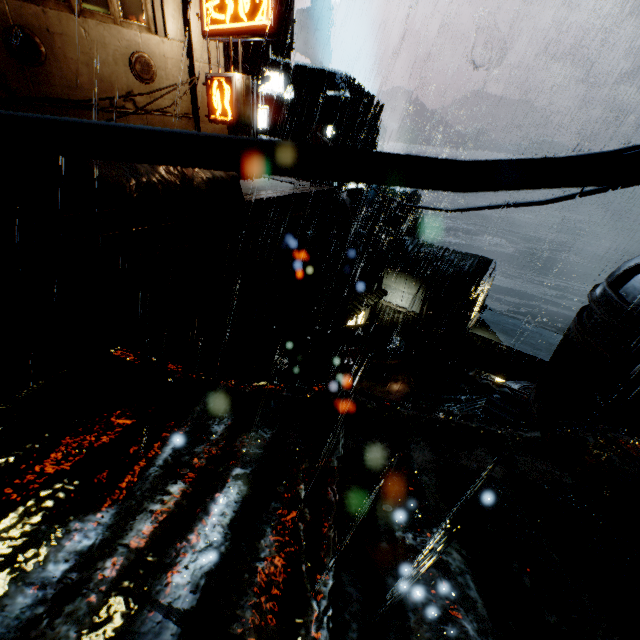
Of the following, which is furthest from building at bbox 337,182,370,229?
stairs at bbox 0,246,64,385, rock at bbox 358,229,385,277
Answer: rock at bbox 358,229,385,277

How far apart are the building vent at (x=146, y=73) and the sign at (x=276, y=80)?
11.3m

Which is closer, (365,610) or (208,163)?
(208,163)

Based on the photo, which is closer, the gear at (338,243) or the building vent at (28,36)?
the building vent at (28,36)

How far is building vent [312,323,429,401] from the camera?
16.8 meters

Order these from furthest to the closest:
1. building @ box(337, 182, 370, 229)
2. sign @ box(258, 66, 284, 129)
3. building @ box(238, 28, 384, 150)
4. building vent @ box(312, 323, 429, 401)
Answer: building @ box(337, 182, 370, 229), sign @ box(258, 66, 284, 129), building @ box(238, 28, 384, 150), building vent @ box(312, 323, 429, 401)

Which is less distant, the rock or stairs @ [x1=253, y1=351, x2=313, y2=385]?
stairs @ [x1=253, y1=351, x2=313, y2=385]

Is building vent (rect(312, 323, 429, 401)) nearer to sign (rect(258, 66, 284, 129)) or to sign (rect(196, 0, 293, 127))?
sign (rect(196, 0, 293, 127))
